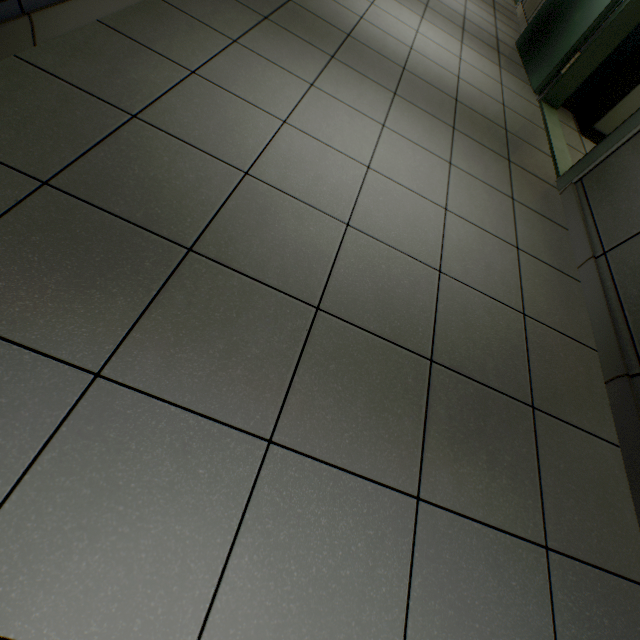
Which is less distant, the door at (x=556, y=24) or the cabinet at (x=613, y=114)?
the door at (x=556, y=24)

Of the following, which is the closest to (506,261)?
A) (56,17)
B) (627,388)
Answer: (627,388)

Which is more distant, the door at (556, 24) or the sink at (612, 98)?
the sink at (612, 98)

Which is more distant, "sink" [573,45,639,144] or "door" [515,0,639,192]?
"sink" [573,45,639,144]

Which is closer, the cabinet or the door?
the door
